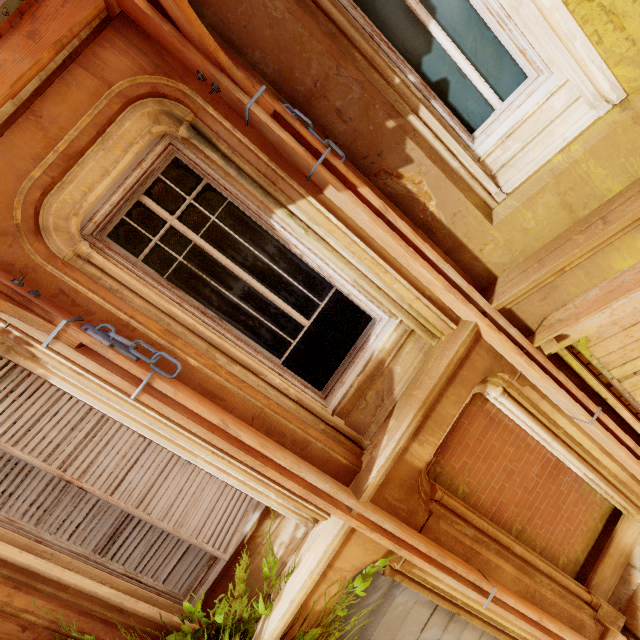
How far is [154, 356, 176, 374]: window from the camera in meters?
2.6

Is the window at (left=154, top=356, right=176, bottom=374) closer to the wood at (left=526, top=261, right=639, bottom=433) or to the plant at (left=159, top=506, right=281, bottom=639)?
the plant at (left=159, top=506, right=281, bottom=639)

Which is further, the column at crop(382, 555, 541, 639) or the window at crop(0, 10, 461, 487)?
the column at crop(382, 555, 541, 639)

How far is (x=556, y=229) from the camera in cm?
292

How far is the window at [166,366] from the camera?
2.6m

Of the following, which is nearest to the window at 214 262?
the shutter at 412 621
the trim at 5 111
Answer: the trim at 5 111

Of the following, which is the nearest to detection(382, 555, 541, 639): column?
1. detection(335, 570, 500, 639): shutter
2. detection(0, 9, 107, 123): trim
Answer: detection(335, 570, 500, 639): shutter

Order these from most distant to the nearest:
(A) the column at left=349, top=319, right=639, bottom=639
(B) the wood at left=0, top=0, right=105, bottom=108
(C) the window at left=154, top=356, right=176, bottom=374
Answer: (A) the column at left=349, top=319, right=639, bottom=639, (C) the window at left=154, top=356, right=176, bottom=374, (B) the wood at left=0, top=0, right=105, bottom=108
